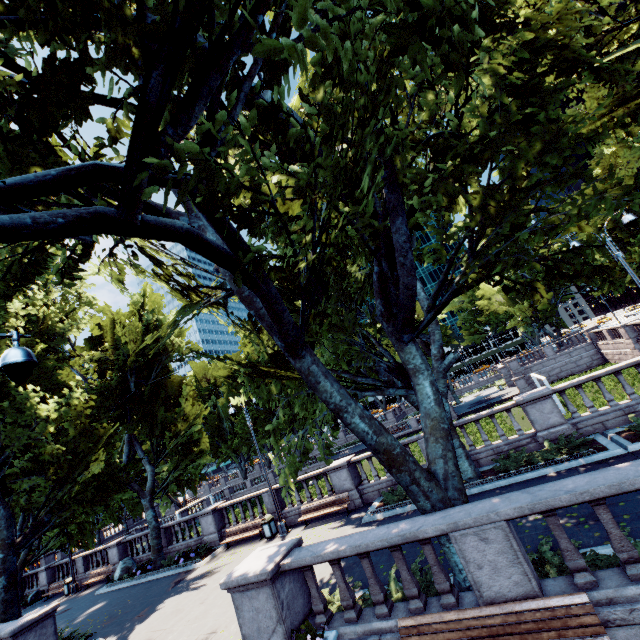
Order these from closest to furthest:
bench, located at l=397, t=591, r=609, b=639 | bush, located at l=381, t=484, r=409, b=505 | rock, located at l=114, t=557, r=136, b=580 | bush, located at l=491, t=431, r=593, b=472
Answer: bench, located at l=397, t=591, r=609, b=639 < bush, located at l=491, t=431, r=593, b=472 < bush, located at l=381, t=484, r=409, b=505 < rock, located at l=114, t=557, r=136, b=580

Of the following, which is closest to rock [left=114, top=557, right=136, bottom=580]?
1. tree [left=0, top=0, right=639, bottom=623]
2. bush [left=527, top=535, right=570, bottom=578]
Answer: tree [left=0, top=0, right=639, bottom=623]

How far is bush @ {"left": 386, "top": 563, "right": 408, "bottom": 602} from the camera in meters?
7.2 m

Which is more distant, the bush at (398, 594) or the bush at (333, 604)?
the bush at (333, 604)

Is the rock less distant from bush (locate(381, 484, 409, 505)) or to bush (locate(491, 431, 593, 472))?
bush (locate(381, 484, 409, 505))

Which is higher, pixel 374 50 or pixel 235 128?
pixel 235 128

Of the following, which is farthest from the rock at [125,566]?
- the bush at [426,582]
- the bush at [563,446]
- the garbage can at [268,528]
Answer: the bush at [563,446]

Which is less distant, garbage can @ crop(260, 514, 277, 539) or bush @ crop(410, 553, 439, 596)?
bush @ crop(410, 553, 439, 596)
